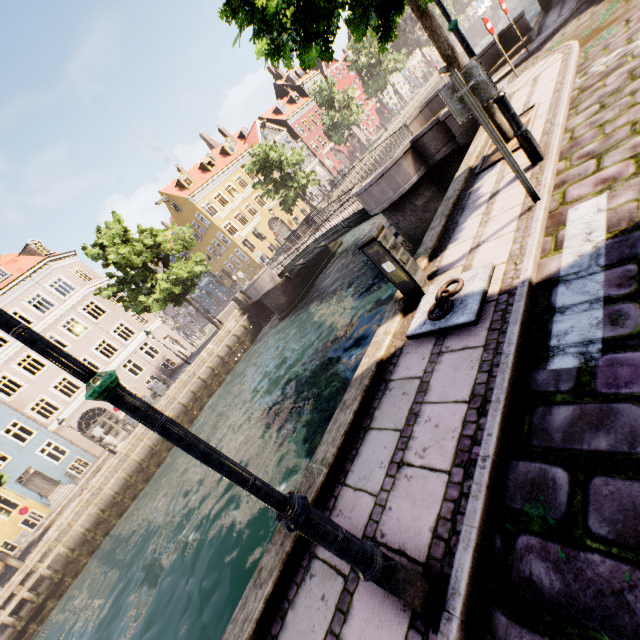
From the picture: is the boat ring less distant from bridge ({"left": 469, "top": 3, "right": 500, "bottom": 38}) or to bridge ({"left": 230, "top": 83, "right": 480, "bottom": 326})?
bridge ({"left": 230, "top": 83, "right": 480, "bottom": 326})

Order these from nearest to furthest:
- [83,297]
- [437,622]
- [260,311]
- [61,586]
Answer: [437,622], [61,586], [260,311], [83,297]

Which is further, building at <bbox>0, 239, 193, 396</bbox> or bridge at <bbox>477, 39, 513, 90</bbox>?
building at <bbox>0, 239, 193, 396</bbox>

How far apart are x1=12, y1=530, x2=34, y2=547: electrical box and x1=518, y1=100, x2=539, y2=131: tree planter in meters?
33.5 m

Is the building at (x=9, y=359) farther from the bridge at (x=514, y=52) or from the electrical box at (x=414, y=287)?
the electrical box at (x=414, y=287)

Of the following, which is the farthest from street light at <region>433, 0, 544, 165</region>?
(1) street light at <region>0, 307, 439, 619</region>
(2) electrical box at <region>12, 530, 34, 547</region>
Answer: (2) electrical box at <region>12, 530, 34, 547</region>

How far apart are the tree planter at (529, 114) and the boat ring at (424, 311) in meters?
3.5 m

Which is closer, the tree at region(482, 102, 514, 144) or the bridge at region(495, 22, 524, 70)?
the tree at region(482, 102, 514, 144)
